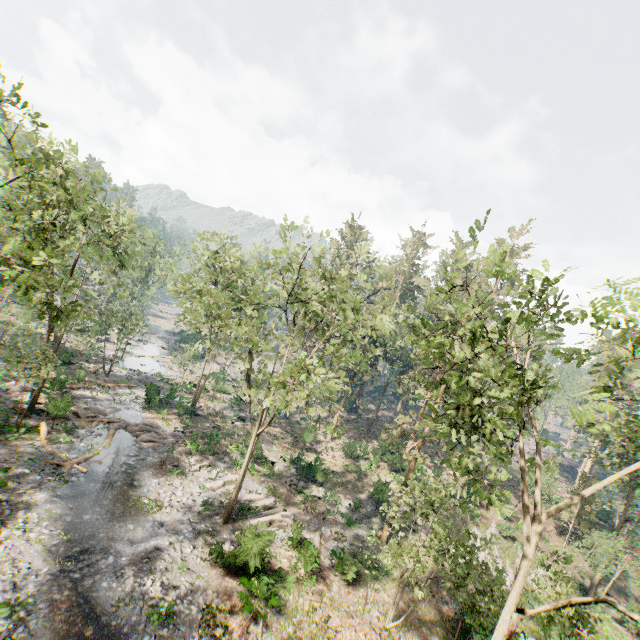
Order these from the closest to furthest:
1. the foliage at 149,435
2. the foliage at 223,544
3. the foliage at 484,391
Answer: the foliage at 484,391 < the foliage at 223,544 < the foliage at 149,435

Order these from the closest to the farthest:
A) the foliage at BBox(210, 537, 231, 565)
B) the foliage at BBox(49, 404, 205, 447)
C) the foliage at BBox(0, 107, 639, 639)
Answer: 1. the foliage at BBox(0, 107, 639, 639)
2. the foliage at BBox(210, 537, 231, 565)
3. the foliage at BBox(49, 404, 205, 447)

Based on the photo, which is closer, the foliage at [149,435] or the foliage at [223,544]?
the foliage at [223,544]

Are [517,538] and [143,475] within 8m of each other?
no

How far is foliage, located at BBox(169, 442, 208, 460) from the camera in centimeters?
2678cm

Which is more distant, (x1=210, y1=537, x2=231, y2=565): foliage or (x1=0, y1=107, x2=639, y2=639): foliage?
(x1=210, y1=537, x2=231, y2=565): foliage
